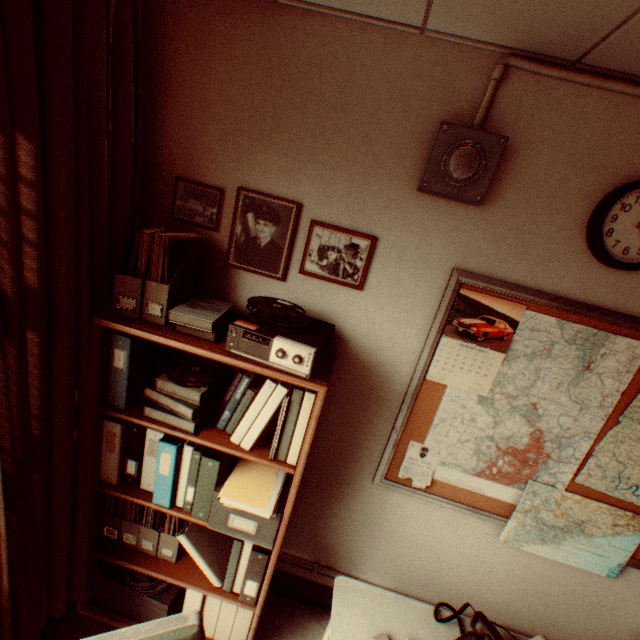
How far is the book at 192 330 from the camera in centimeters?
147cm

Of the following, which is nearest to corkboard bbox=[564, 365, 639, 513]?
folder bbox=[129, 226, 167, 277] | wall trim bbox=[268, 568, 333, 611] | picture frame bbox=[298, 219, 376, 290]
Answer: picture frame bbox=[298, 219, 376, 290]

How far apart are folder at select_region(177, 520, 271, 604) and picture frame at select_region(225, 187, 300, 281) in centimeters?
146cm

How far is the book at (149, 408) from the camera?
1.59m

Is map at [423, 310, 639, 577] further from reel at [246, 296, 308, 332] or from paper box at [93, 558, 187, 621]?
paper box at [93, 558, 187, 621]

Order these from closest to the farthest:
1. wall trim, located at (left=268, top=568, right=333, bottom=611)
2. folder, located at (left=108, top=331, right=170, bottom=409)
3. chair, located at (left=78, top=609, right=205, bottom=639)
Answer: chair, located at (left=78, top=609, right=205, bottom=639)
folder, located at (left=108, top=331, right=170, bottom=409)
wall trim, located at (left=268, top=568, right=333, bottom=611)

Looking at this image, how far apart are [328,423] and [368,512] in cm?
72

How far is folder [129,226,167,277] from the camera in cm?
145
